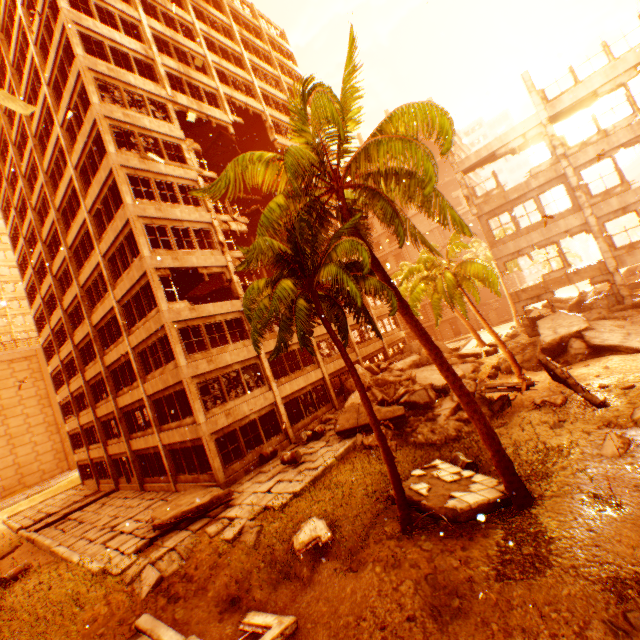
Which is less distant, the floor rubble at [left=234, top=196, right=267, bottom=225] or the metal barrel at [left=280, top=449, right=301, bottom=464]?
the metal barrel at [left=280, top=449, right=301, bottom=464]

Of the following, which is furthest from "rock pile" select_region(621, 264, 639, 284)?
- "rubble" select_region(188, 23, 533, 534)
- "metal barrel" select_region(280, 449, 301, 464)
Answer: "metal barrel" select_region(280, 449, 301, 464)

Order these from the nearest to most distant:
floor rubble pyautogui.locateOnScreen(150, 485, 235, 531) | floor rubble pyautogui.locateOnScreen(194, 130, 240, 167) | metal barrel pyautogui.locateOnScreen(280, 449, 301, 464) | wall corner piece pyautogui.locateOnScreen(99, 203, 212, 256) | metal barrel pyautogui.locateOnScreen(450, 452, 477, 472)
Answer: metal barrel pyautogui.locateOnScreen(450, 452, 477, 472) → floor rubble pyautogui.locateOnScreen(150, 485, 235, 531) → metal barrel pyautogui.locateOnScreen(280, 449, 301, 464) → wall corner piece pyautogui.locateOnScreen(99, 203, 212, 256) → floor rubble pyautogui.locateOnScreen(194, 130, 240, 167)

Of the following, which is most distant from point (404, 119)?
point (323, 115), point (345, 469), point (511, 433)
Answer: point (345, 469)

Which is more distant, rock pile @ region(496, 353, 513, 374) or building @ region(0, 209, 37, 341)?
building @ region(0, 209, 37, 341)

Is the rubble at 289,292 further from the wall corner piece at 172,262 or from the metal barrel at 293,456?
the metal barrel at 293,456

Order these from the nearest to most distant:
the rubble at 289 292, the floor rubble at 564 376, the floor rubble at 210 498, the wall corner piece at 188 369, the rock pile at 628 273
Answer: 1. the rubble at 289 292
2. the floor rubble at 564 376
3. the floor rubble at 210 498
4. the wall corner piece at 188 369
5. the rock pile at 628 273

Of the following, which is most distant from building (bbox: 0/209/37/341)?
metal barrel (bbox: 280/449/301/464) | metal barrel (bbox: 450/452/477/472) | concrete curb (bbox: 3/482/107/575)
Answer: metal barrel (bbox: 450/452/477/472)
